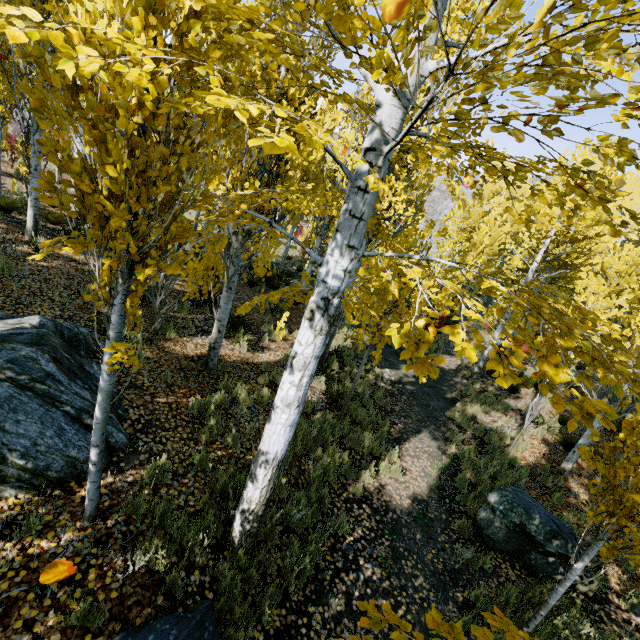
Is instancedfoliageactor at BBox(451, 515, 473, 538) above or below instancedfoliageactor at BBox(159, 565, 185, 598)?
below

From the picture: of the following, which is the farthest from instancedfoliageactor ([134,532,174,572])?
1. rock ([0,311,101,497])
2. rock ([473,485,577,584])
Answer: rock ([473,485,577,584])

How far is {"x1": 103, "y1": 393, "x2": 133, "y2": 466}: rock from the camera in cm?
414

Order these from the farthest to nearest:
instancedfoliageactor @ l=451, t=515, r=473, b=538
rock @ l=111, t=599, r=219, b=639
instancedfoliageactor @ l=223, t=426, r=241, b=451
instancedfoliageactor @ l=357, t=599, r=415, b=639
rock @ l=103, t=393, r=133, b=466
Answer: instancedfoliageactor @ l=451, t=515, r=473, b=538
instancedfoliageactor @ l=223, t=426, r=241, b=451
rock @ l=103, t=393, r=133, b=466
rock @ l=111, t=599, r=219, b=639
instancedfoliageactor @ l=357, t=599, r=415, b=639

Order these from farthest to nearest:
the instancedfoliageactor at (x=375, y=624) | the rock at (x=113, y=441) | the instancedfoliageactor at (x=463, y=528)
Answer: the instancedfoliageactor at (x=463, y=528)
the rock at (x=113, y=441)
the instancedfoliageactor at (x=375, y=624)

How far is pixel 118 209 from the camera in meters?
2.1 m

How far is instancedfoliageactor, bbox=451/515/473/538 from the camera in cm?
599

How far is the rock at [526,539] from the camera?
5.46m
